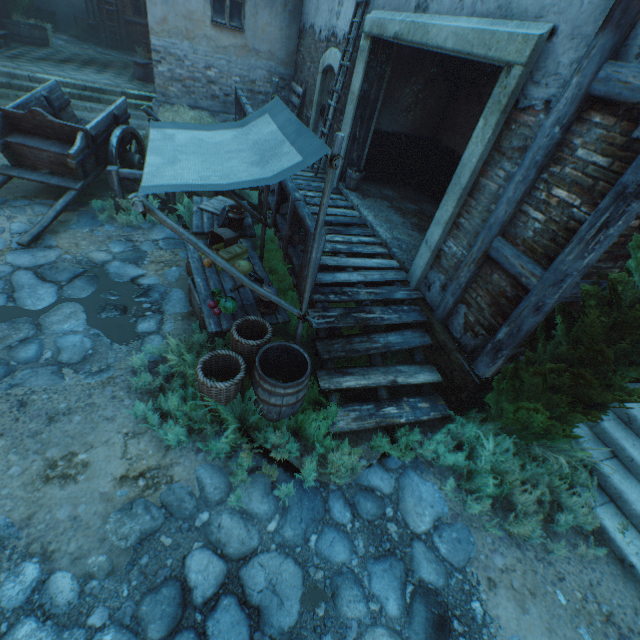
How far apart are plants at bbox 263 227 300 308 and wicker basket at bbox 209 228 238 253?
0.7 meters

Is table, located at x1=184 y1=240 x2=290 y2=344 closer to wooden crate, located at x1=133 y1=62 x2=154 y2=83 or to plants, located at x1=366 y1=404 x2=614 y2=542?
plants, located at x1=366 y1=404 x2=614 y2=542

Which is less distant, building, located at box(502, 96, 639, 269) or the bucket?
building, located at box(502, 96, 639, 269)

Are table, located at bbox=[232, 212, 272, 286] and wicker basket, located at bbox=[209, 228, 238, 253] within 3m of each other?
yes

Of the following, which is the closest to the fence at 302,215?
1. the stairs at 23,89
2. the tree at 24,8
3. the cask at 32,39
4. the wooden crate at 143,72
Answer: the stairs at 23,89

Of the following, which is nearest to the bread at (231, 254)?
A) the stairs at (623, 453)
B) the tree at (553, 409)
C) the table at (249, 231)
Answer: the table at (249, 231)

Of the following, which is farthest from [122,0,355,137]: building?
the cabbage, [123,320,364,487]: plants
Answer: the cabbage

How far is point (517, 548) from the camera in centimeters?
360cm
